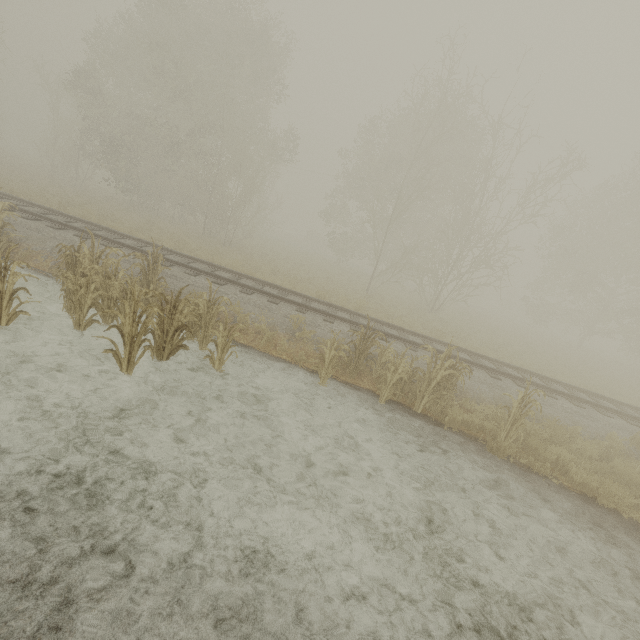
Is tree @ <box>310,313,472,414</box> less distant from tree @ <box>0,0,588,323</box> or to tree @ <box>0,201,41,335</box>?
tree @ <box>0,201,41,335</box>

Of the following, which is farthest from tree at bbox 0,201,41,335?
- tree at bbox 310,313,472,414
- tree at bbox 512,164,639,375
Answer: tree at bbox 512,164,639,375

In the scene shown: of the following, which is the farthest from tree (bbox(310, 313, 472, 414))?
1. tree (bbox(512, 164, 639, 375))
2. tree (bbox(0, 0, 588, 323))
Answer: tree (bbox(0, 0, 588, 323))

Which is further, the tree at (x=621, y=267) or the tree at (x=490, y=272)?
the tree at (x=621, y=267)

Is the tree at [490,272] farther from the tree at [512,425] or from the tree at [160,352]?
the tree at [512,425]

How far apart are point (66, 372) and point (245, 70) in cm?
2183

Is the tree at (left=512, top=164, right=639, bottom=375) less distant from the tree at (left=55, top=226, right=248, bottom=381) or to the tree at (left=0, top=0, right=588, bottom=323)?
the tree at (left=0, top=0, right=588, bottom=323)

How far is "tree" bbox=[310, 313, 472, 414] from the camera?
7.7 meters
